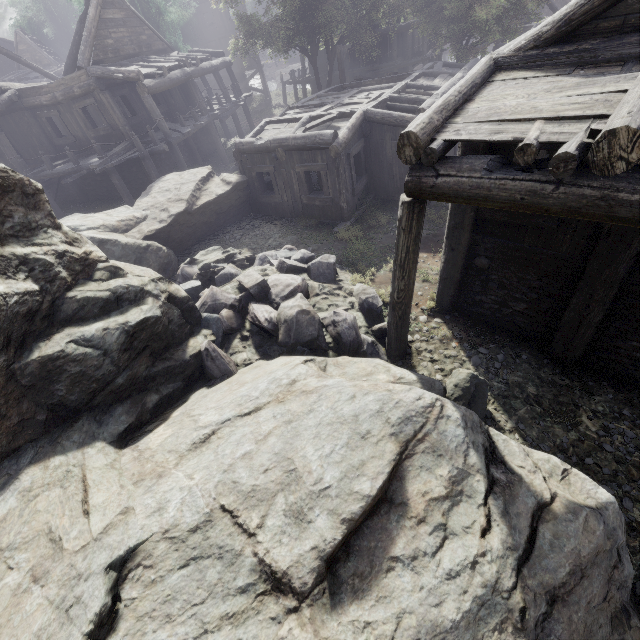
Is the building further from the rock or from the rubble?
the rubble

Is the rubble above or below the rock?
below

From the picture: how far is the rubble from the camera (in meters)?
6.78

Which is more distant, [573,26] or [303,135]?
[303,135]

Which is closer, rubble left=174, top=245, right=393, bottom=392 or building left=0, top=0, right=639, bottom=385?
building left=0, top=0, right=639, bottom=385

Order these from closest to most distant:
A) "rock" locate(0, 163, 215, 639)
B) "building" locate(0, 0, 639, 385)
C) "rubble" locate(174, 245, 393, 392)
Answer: "rock" locate(0, 163, 215, 639) < "building" locate(0, 0, 639, 385) < "rubble" locate(174, 245, 393, 392)

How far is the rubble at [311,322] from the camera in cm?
678

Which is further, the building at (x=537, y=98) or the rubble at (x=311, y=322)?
the rubble at (x=311, y=322)
